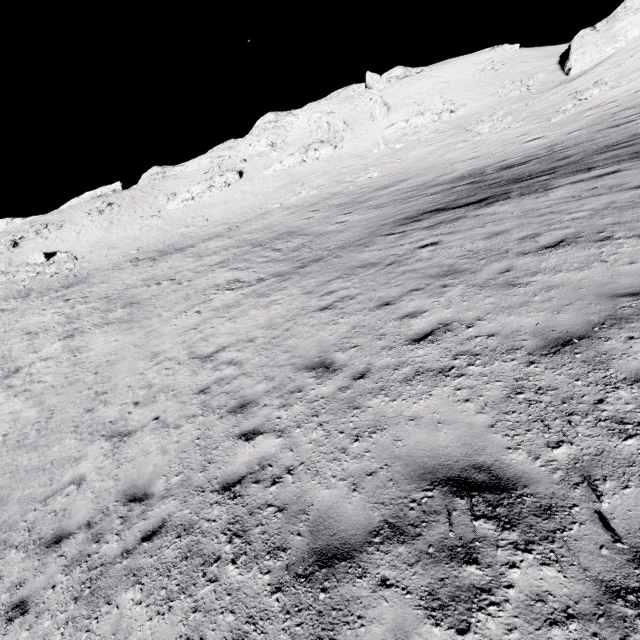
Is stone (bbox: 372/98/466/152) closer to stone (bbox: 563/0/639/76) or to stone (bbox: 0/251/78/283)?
stone (bbox: 563/0/639/76)

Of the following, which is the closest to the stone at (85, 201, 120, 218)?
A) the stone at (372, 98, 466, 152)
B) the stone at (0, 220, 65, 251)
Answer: the stone at (0, 220, 65, 251)

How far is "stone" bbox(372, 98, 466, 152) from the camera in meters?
40.8

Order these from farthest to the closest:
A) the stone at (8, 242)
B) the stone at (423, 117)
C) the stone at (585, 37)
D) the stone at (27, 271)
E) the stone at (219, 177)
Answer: the stone at (219, 177)
the stone at (8, 242)
the stone at (423, 117)
the stone at (27, 271)
the stone at (585, 37)

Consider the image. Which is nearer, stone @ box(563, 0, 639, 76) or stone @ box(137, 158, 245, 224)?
stone @ box(563, 0, 639, 76)

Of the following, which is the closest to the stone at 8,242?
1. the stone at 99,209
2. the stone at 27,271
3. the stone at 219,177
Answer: the stone at 99,209

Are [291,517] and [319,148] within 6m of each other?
no

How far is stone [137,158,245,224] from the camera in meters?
48.5 m
